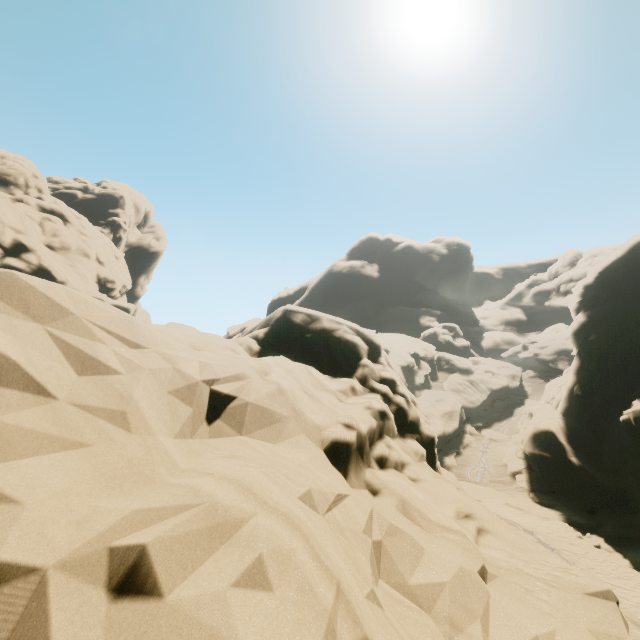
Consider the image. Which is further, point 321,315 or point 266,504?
point 321,315
